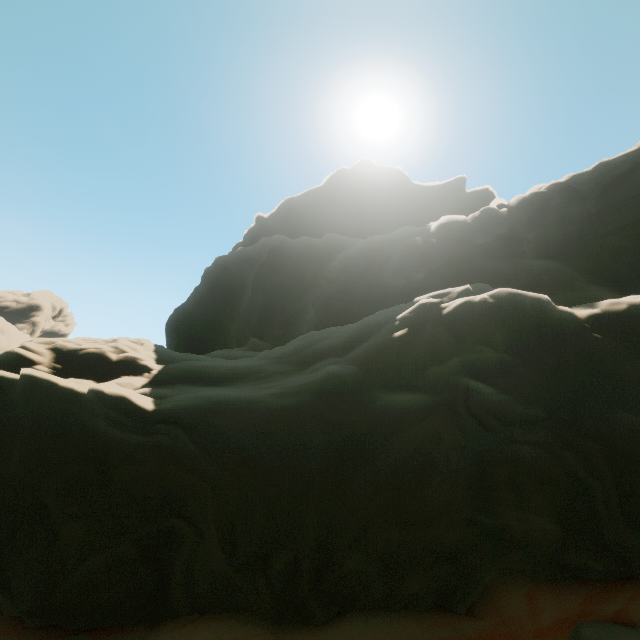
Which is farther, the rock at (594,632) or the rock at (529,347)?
the rock at (529,347)

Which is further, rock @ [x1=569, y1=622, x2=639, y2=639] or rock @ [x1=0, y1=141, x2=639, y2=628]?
rock @ [x1=0, y1=141, x2=639, y2=628]

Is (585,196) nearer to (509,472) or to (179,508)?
(509,472)
